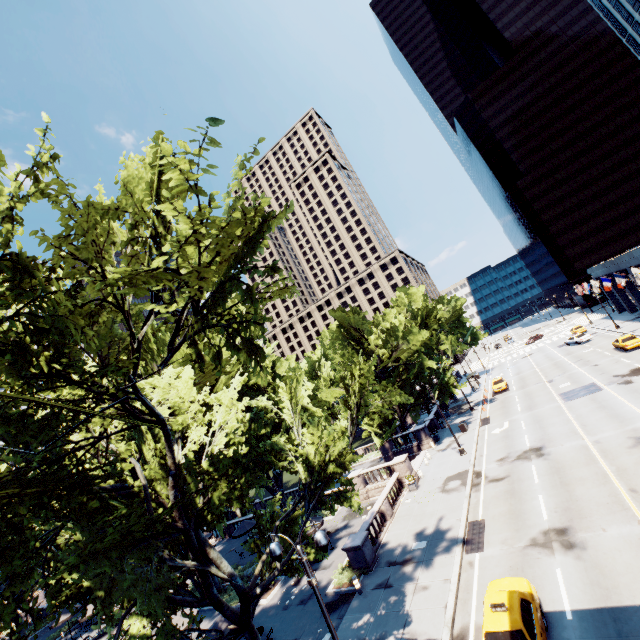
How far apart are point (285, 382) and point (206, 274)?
14.27m

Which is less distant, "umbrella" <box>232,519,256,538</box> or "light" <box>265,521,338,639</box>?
"light" <box>265,521,338,639</box>

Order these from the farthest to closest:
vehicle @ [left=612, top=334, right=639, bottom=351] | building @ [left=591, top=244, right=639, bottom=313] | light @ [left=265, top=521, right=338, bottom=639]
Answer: building @ [left=591, top=244, right=639, bottom=313] → vehicle @ [left=612, top=334, right=639, bottom=351] → light @ [left=265, top=521, right=338, bottom=639]

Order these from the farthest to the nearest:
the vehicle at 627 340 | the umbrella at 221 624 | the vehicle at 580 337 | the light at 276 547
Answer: the vehicle at 580 337 → the vehicle at 627 340 → the umbrella at 221 624 → the light at 276 547

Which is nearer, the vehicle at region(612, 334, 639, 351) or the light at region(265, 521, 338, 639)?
the light at region(265, 521, 338, 639)

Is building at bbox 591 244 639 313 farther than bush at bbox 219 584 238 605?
Yes

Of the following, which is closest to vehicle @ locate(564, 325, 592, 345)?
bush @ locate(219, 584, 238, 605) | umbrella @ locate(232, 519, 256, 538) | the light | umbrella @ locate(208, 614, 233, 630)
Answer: umbrella @ locate(232, 519, 256, 538)

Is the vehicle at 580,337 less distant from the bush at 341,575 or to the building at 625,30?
the building at 625,30
